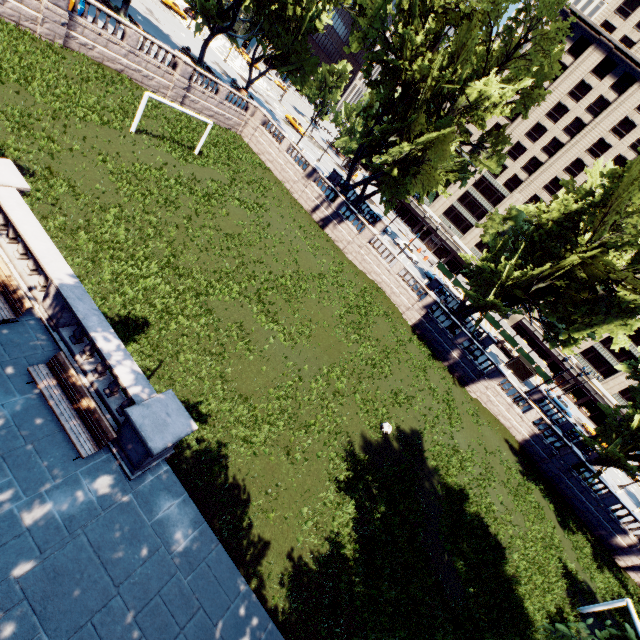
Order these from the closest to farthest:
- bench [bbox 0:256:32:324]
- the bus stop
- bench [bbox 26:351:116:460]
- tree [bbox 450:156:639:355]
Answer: bench [bbox 26:351:116:460] < bench [bbox 0:256:32:324] < tree [bbox 450:156:639:355] < the bus stop

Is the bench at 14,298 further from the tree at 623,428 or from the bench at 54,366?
the tree at 623,428

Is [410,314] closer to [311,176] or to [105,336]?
[311,176]

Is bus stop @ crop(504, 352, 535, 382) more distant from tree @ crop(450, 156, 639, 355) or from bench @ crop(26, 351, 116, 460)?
bench @ crop(26, 351, 116, 460)

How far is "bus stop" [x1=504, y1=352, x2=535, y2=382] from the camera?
44.2m

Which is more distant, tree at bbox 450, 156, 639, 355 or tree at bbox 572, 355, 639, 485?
tree at bbox 572, 355, 639, 485

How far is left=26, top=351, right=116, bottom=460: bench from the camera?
8.4 meters
